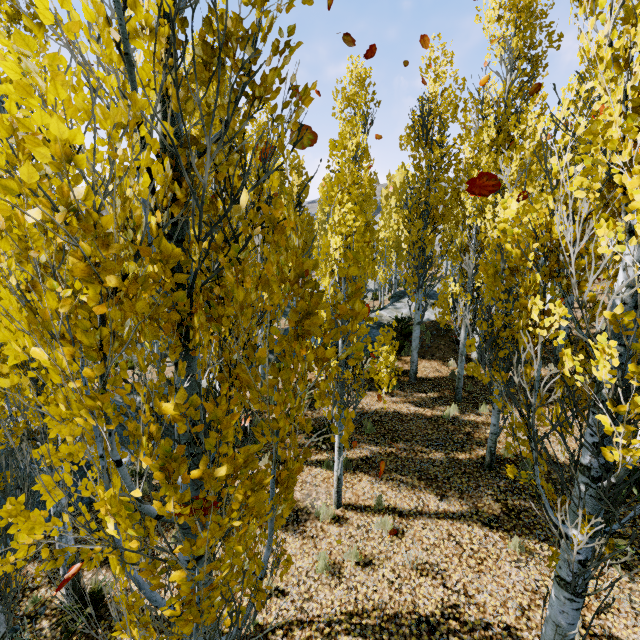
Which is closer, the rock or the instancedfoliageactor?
the instancedfoliageactor

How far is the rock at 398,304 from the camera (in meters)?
14.92

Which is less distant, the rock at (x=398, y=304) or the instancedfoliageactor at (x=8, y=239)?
the instancedfoliageactor at (x=8, y=239)

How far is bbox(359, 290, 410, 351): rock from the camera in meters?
14.9

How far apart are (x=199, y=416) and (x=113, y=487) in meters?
1.7 m
